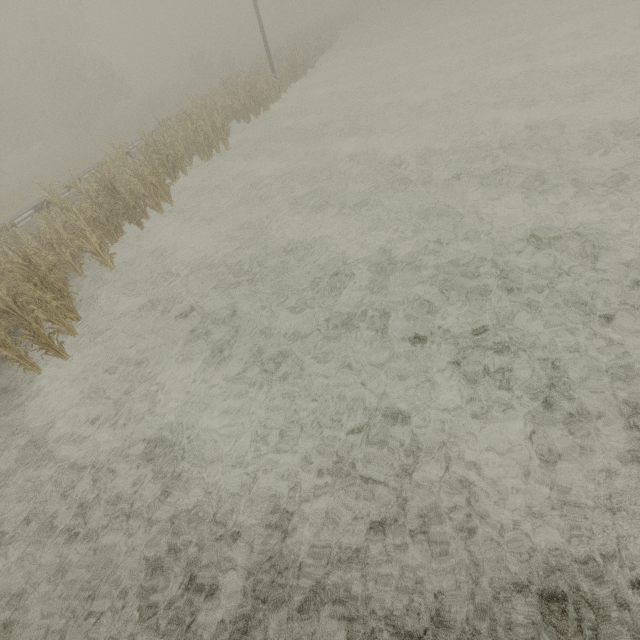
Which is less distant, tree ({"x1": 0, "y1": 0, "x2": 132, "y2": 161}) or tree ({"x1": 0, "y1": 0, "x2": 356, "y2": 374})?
tree ({"x1": 0, "y1": 0, "x2": 356, "y2": 374})

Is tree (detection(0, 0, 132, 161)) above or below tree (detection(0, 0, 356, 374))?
above

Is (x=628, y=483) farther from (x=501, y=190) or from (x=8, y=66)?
(x=8, y=66)

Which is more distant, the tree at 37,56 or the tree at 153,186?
the tree at 37,56

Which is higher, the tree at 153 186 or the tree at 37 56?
the tree at 37 56
